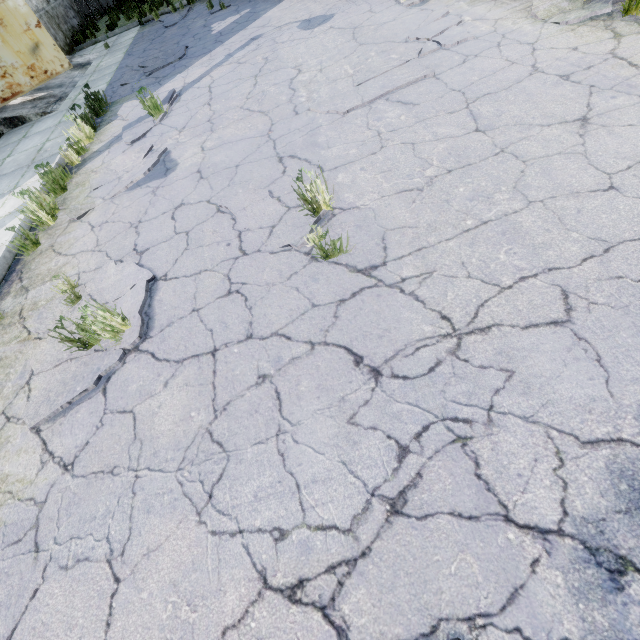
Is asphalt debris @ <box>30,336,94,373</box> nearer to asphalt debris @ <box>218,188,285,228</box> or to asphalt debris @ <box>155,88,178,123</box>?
asphalt debris @ <box>218,188,285,228</box>

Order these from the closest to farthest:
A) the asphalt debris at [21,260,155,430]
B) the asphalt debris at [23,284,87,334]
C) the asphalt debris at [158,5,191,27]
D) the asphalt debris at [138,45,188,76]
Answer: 1. the asphalt debris at [21,260,155,430]
2. the asphalt debris at [23,284,87,334]
3. the asphalt debris at [138,45,188,76]
4. the asphalt debris at [158,5,191,27]

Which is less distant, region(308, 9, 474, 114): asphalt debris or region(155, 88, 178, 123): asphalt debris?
region(308, 9, 474, 114): asphalt debris

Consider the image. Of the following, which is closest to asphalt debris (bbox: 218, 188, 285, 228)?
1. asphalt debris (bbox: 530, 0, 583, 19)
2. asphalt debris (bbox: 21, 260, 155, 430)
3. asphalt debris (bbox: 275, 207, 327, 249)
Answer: asphalt debris (bbox: 275, 207, 327, 249)

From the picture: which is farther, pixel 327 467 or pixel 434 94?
pixel 434 94

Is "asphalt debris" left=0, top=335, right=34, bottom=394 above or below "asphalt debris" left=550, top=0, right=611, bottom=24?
below

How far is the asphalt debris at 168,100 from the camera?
6.1 meters

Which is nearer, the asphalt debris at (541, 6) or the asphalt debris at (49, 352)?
the asphalt debris at (49, 352)
